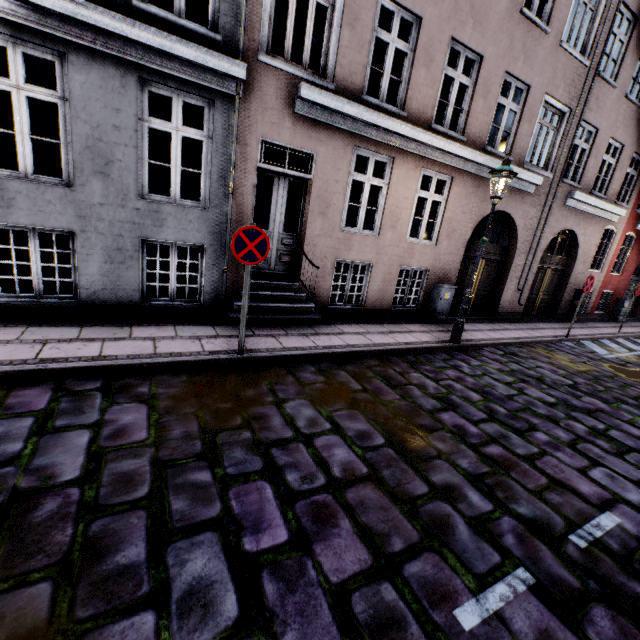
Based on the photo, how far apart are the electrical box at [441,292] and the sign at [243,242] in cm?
592

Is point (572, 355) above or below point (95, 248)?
below

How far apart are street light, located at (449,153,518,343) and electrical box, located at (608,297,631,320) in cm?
1307

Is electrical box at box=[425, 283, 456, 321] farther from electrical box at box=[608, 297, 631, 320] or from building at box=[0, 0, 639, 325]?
electrical box at box=[608, 297, 631, 320]

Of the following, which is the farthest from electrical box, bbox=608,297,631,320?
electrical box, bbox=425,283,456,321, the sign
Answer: the sign

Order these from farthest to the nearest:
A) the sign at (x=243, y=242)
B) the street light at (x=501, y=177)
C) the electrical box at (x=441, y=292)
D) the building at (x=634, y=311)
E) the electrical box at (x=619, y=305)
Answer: the building at (x=634, y=311), the electrical box at (x=619, y=305), the electrical box at (x=441, y=292), the street light at (x=501, y=177), the sign at (x=243, y=242)

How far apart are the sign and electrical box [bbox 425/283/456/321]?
5.9 meters

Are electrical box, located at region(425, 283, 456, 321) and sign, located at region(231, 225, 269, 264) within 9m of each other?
yes
